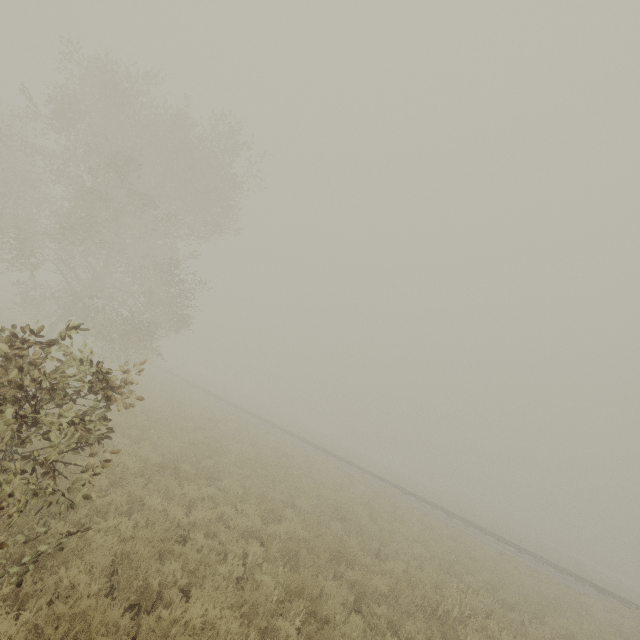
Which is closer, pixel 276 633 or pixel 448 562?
pixel 276 633
